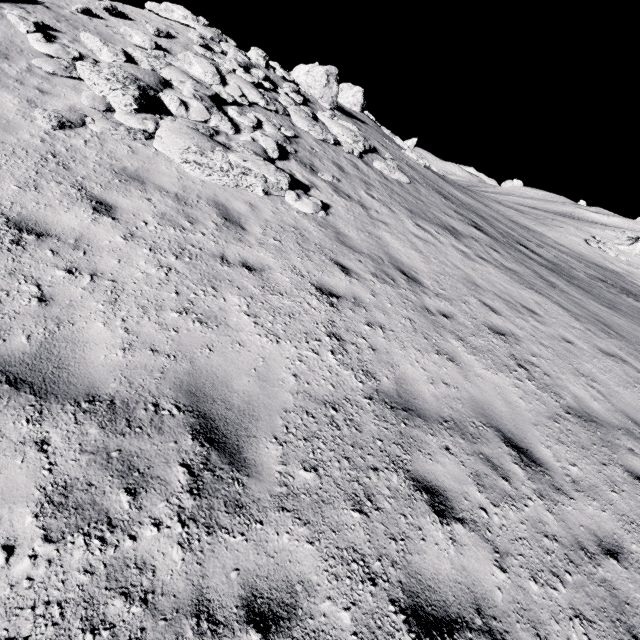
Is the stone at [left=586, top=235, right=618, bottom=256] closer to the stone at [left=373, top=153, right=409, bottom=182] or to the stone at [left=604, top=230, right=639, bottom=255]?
the stone at [left=604, top=230, right=639, bottom=255]

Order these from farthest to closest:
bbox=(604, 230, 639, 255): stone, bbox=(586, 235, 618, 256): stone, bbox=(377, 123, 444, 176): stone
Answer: bbox=(604, 230, 639, 255): stone → bbox=(586, 235, 618, 256): stone → bbox=(377, 123, 444, 176): stone

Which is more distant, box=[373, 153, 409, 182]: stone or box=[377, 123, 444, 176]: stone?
box=[377, 123, 444, 176]: stone

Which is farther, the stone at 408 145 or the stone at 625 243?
the stone at 625 243

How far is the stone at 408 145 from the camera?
24.8m

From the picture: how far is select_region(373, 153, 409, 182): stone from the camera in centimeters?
1422cm

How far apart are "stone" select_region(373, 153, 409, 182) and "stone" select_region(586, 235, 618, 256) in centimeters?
3541cm

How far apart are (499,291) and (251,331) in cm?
797
